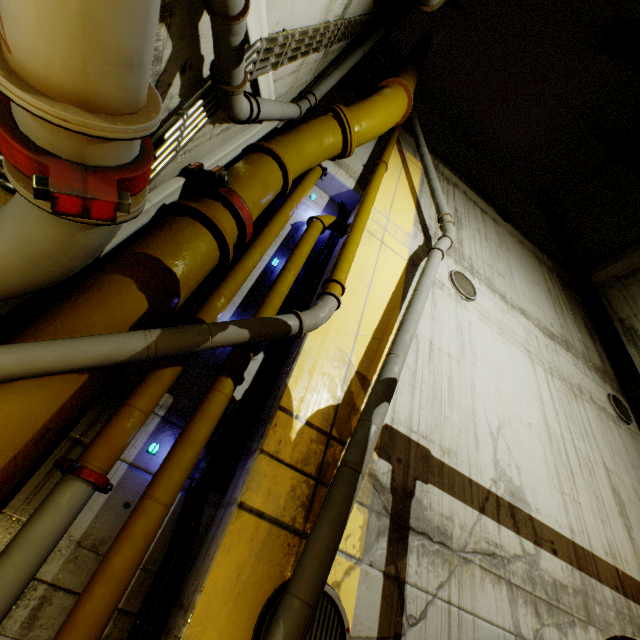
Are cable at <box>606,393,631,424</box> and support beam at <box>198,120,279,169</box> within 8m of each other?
no

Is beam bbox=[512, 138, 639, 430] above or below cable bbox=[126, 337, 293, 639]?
above

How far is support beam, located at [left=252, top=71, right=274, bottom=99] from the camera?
4.10m

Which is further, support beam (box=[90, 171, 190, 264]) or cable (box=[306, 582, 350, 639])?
support beam (box=[90, 171, 190, 264])

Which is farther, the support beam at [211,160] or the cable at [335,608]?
the support beam at [211,160]

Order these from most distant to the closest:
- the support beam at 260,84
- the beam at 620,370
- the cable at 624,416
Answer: the beam at 620,370, the cable at 624,416, the support beam at 260,84

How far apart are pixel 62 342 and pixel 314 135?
5.4 meters
